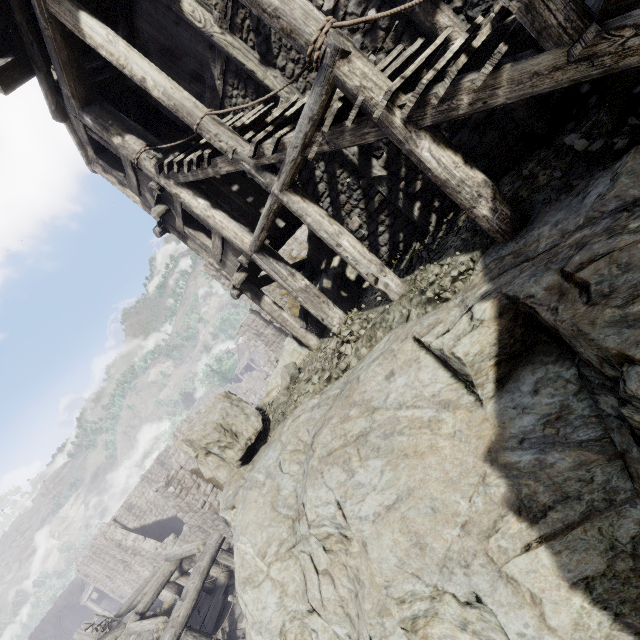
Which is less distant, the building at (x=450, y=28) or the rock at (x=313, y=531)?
the rock at (x=313, y=531)

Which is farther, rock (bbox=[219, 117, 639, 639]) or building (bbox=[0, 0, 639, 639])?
building (bbox=[0, 0, 639, 639])

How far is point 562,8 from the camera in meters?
2.6
